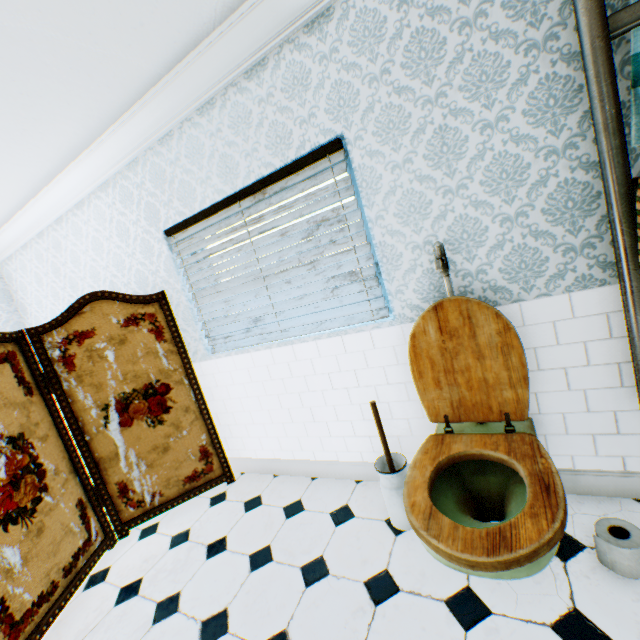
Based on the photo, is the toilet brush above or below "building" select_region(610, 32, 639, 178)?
below

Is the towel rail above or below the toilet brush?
above

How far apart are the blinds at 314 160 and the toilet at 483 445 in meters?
0.3

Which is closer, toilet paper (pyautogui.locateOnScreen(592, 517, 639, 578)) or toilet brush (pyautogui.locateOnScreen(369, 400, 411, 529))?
toilet paper (pyautogui.locateOnScreen(592, 517, 639, 578))

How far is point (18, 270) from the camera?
4.07m

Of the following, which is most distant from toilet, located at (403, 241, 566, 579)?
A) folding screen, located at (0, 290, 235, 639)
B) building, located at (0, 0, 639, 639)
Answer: folding screen, located at (0, 290, 235, 639)

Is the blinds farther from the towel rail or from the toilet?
the towel rail

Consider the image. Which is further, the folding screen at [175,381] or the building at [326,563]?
the folding screen at [175,381]
